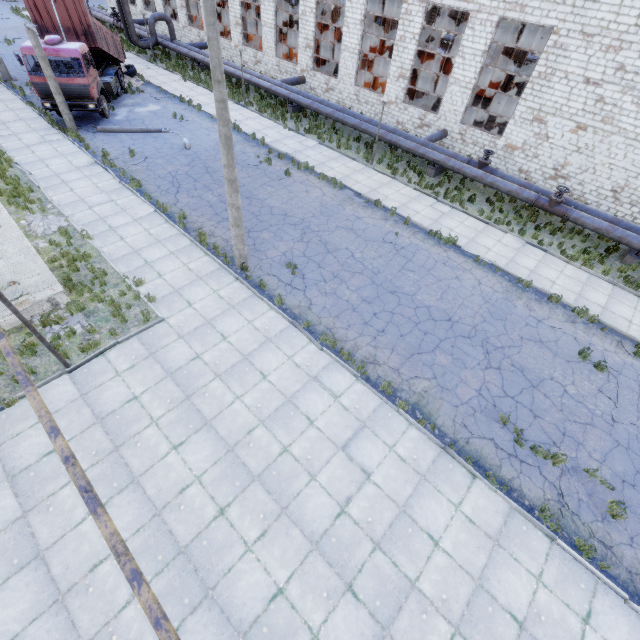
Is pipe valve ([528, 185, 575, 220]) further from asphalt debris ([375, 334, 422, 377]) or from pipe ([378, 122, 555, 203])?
asphalt debris ([375, 334, 422, 377])

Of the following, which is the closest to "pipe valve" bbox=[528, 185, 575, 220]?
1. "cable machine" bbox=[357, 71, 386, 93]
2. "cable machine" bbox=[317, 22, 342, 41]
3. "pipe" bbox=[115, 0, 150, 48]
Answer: "pipe" bbox=[115, 0, 150, 48]

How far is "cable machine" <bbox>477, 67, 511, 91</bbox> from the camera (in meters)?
29.11

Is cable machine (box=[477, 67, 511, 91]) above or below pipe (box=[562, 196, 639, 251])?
above

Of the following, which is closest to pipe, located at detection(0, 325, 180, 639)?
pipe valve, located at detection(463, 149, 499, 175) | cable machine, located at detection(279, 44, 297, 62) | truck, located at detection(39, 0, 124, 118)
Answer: pipe valve, located at detection(463, 149, 499, 175)

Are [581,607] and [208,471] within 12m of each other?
yes

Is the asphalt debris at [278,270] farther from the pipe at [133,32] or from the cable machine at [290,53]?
the cable machine at [290,53]

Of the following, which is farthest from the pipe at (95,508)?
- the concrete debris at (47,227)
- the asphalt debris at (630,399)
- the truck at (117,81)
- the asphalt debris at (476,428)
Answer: the concrete debris at (47,227)
